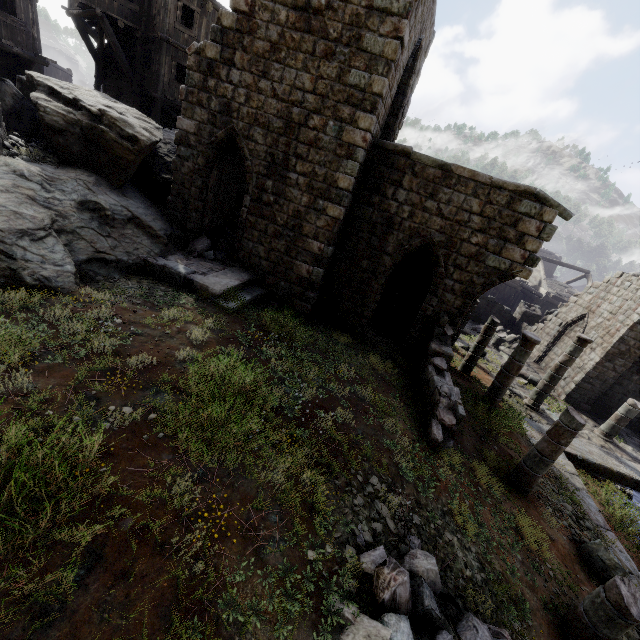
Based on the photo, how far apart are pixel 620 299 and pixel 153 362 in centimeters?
2178cm

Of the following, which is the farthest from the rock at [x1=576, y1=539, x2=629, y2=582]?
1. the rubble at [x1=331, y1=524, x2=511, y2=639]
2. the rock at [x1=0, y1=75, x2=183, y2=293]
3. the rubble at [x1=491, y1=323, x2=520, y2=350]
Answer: the rubble at [x1=491, y1=323, x2=520, y2=350]

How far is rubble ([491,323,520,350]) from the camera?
22.6m

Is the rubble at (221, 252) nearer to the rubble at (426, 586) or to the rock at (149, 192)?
the rock at (149, 192)

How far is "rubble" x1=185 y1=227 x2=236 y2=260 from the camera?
11.1m

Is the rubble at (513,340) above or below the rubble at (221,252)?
below

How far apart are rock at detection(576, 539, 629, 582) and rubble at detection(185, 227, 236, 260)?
12.79m

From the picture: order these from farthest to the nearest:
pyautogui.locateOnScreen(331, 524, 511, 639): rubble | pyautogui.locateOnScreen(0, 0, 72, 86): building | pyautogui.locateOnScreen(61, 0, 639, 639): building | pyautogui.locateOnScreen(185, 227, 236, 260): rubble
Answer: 1. pyautogui.locateOnScreen(0, 0, 72, 86): building
2. pyautogui.locateOnScreen(185, 227, 236, 260): rubble
3. pyautogui.locateOnScreen(61, 0, 639, 639): building
4. pyautogui.locateOnScreen(331, 524, 511, 639): rubble
